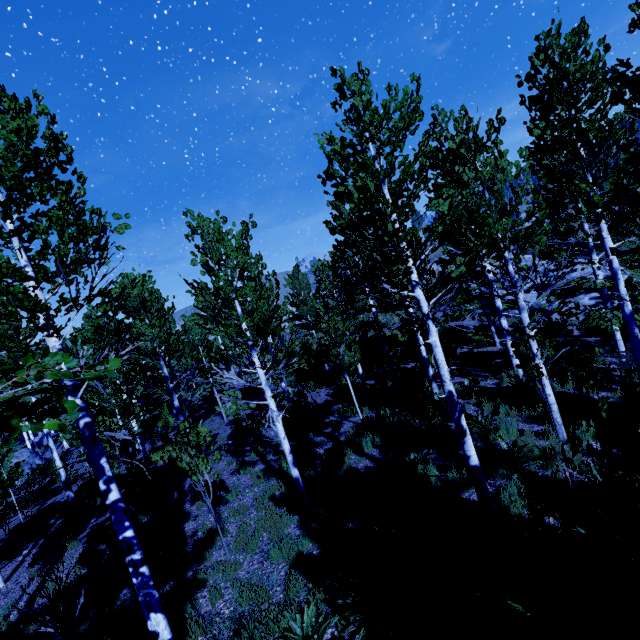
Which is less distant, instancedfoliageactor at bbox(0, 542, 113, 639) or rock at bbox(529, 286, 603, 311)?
instancedfoliageactor at bbox(0, 542, 113, 639)

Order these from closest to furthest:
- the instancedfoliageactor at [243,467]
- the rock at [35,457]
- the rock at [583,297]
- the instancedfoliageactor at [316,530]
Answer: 1. the instancedfoliageactor at [316,530]
2. the instancedfoliageactor at [243,467]
3. the rock at [583,297]
4. the rock at [35,457]

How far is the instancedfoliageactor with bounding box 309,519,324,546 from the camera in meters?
6.5 m

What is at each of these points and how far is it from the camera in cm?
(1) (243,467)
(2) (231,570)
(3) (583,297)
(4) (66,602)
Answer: (1) instancedfoliageactor, 1128
(2) instancedfoliageactor, 650
(3) rock, 1748
(4) instancedfoliageactor, 546

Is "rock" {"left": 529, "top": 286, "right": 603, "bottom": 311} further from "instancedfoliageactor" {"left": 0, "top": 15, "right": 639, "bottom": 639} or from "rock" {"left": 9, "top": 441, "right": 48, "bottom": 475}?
"rock" {"left": 9, "top": 441, "right": 48, "bottom": 475}

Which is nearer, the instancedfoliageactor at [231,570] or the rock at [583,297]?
the instancedfoliageactor at [231,570]
